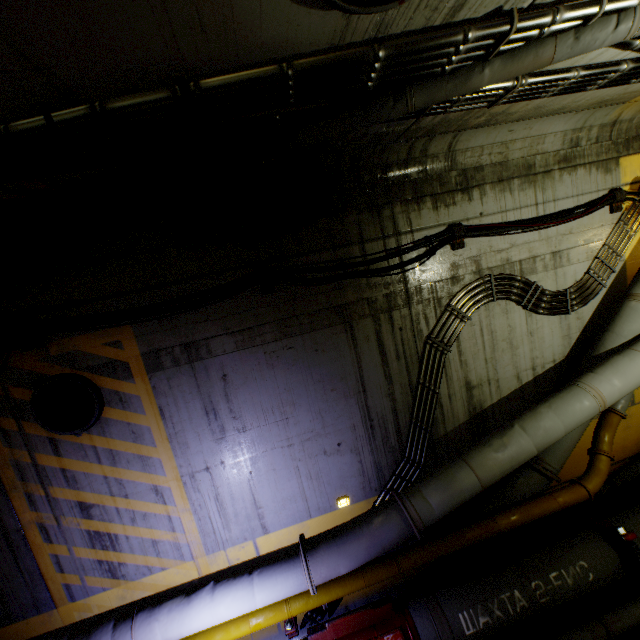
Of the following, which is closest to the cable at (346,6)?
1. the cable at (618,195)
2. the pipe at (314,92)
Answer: the pipe at (314,92)

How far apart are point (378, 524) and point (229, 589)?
1.9 meters

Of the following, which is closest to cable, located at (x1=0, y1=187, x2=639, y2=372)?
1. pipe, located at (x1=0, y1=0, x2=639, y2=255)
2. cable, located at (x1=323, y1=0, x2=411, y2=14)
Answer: pipe, located at (x1=0, y1=0, x2=639, y2=255)

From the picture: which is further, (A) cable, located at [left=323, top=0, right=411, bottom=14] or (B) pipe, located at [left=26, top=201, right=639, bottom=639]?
(B) pipe, located at [left=26, top=201, right=639, bottom=639]

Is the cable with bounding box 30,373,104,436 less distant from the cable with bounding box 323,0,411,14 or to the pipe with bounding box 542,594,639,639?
the pipe with bounding box 542,594,639,639

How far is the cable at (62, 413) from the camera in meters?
4.1
